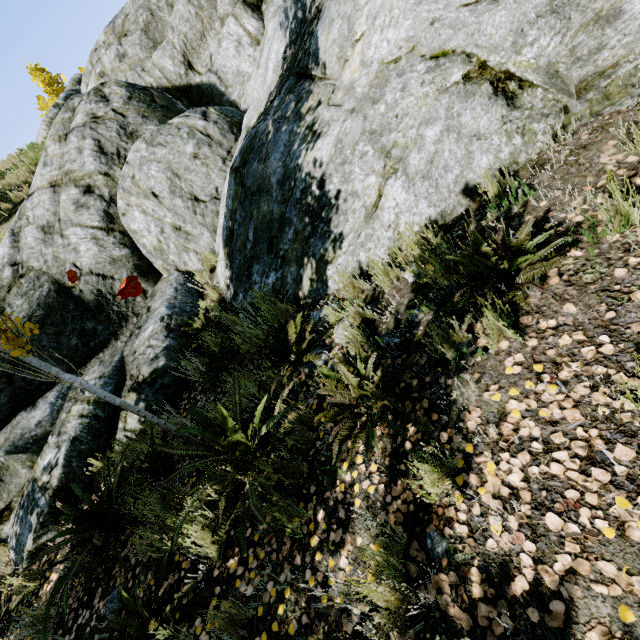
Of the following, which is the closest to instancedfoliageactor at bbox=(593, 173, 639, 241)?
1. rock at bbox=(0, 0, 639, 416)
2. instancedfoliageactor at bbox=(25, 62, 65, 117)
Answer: rock at bbox=(0, 0, 639, 416)

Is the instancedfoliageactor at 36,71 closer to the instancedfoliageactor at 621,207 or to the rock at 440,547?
the instancedfoliageactor at 621,207

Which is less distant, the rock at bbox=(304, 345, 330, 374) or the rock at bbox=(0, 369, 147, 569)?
the rock at bbox=(304, 345, 330, 374)

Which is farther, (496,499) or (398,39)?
(398,39)

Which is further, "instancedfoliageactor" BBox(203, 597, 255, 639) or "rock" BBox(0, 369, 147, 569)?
"rock" BBox(0, 369, 147, 569)

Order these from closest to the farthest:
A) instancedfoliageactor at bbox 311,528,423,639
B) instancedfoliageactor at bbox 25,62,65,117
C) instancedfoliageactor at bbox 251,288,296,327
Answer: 1. instancedfoliageactor at bbox 311,528,423,639
2. instancedfoliageactor at bbox 251,288,296,327
3. instancedfoliageactor at bbox 25,62,65,117

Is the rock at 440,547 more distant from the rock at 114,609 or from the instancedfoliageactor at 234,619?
the rock at 114,609
